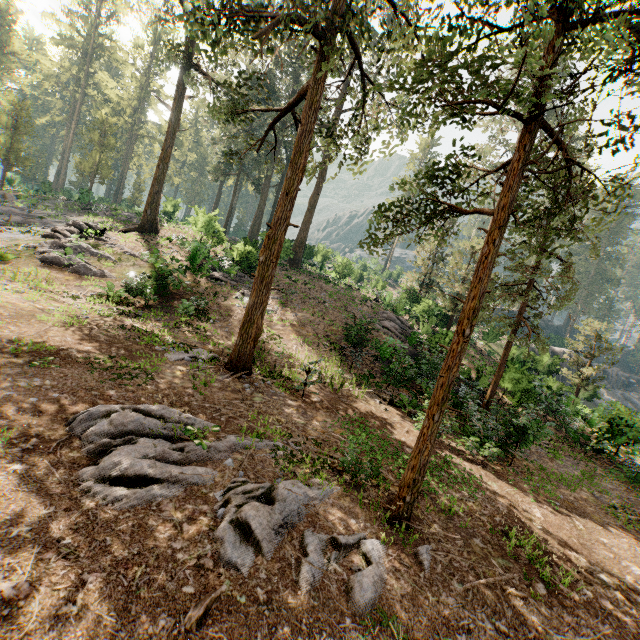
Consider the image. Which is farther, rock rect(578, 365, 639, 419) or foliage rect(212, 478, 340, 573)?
rock rect(578, 365, 639, 419)

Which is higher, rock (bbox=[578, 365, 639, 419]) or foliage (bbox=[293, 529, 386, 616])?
rock (bbox=[578, 365, 639, 419])

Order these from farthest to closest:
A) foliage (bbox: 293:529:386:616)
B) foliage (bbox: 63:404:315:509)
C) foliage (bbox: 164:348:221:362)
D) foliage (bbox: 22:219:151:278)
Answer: foliage (bbox: 22:219:151:278), foliage (bbox: 164:348:221:362), foliage (bbox: 63:404:315:509), foliage (bbox: 293:529:386:616)

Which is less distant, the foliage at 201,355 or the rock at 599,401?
the foliage at 201,355

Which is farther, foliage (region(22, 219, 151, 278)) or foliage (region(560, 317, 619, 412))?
foliage (region(560, 317, 619, 412))

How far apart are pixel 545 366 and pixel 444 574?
27.9m

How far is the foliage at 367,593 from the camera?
4.4 meters
